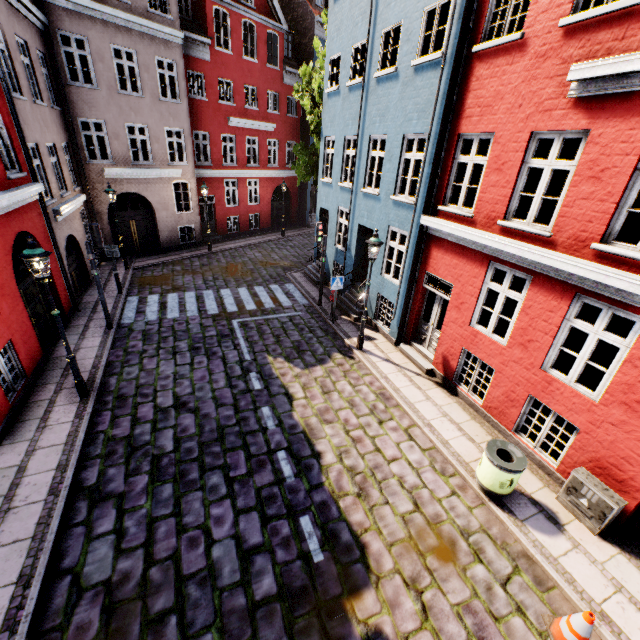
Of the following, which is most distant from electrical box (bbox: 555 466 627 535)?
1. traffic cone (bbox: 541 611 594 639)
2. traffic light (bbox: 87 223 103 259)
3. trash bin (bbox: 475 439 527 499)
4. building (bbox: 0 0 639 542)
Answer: traffic light (bbox: 87 223 103 259)

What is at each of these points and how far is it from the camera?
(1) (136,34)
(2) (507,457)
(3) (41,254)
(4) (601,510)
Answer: (1) building, 14.8 meters
(2) trash bin, 6.3 meters
(3) street light, 6.3 meters
(4) electrical box, 5.7 meters

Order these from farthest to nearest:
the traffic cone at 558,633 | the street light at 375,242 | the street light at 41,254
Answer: the street light at 375,242
the street light at 41,254
the traffic cone at 558,633

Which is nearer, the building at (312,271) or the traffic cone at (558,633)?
the traffic cone at (558,633)

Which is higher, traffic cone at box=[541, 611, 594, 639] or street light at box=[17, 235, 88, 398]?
street light at box=[17, 235, 88, 398]

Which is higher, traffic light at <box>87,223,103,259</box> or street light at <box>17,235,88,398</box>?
street light at <box>17,235,88,398</box>

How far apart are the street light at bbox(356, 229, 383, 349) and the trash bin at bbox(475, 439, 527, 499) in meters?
5.0 m

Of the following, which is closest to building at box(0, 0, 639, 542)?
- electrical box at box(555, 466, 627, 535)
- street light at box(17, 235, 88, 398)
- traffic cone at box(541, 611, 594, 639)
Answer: electrical box at box(555, 466, 627, 535)
